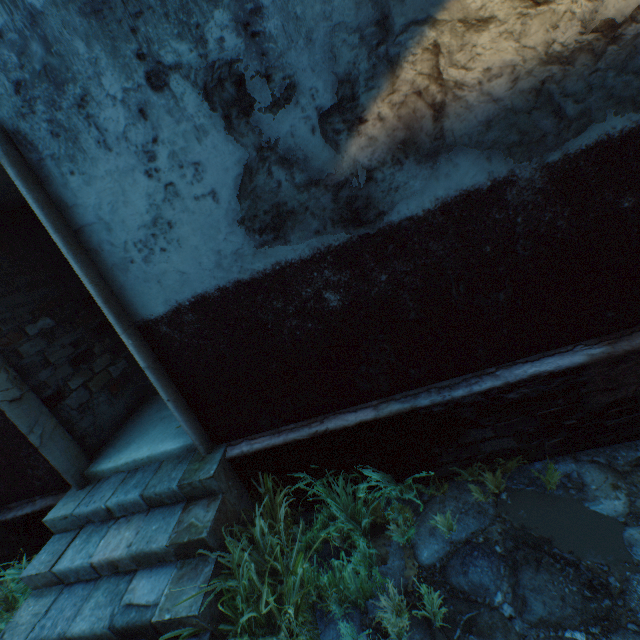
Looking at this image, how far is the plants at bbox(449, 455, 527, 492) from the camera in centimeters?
269cm

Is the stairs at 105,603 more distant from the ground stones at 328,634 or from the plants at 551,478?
the plants at 551,478

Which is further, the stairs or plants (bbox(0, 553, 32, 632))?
plants (bbox(0, 553, 32, 632))

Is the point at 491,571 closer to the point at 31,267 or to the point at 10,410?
the point at 10,410

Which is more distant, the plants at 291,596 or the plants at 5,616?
the plants at 5,616

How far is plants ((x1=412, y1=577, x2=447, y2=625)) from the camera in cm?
206

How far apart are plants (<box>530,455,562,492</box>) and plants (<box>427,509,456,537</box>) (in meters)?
0.76

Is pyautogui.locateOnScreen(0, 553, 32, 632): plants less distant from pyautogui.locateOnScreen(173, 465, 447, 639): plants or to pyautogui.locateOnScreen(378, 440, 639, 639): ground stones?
pyautogui.locateOnScreen(378, 440, 639, 639): ground stones
